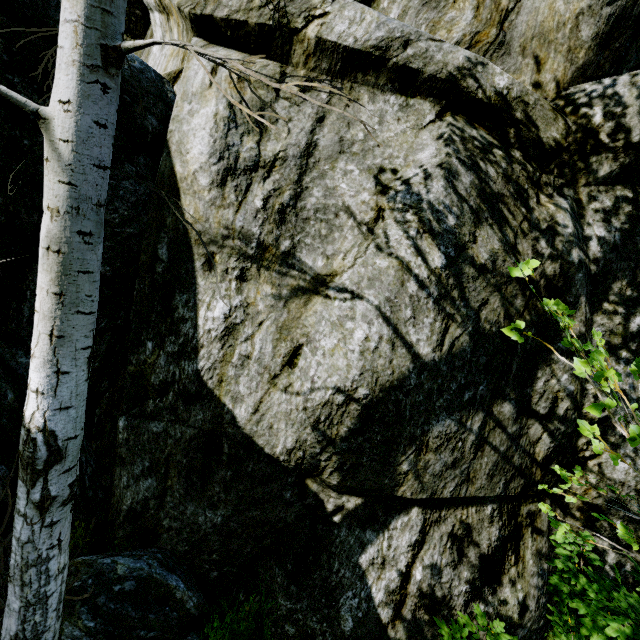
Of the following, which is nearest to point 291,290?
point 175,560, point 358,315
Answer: point 358,315

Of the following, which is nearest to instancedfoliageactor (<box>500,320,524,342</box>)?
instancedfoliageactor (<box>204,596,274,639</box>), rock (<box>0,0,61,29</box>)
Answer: rock (<box>0,0,61,29</box>)

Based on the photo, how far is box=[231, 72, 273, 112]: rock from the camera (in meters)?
3.10

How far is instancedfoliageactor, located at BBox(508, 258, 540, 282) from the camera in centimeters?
152cm

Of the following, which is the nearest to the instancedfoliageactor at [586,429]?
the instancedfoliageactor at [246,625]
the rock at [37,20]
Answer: the rock at [37,20]

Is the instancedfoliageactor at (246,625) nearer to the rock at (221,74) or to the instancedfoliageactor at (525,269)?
the rock at (221,74)
